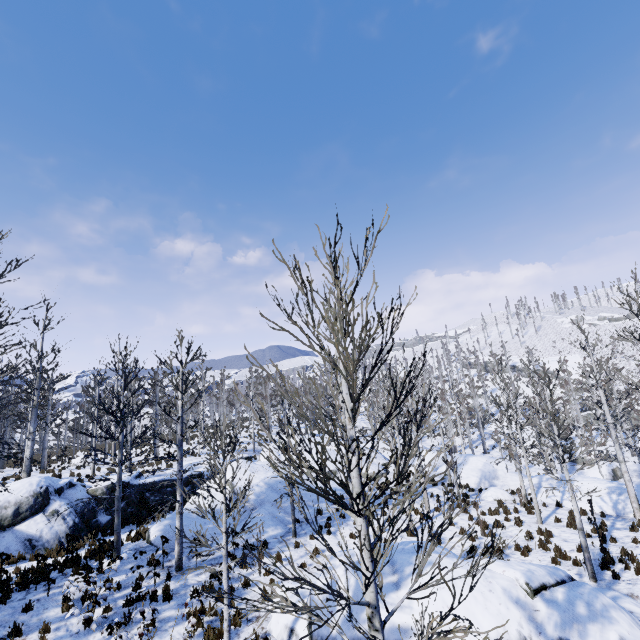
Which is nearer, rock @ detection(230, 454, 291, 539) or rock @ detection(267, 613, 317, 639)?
rock @ detection(267, 613, 317, 639)

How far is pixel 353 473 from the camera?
3.5 meters

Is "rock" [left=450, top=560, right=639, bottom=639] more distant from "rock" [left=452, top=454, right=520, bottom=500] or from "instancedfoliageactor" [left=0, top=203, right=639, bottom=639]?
"rock" [left=452, top=454, right=520, bottom=500]

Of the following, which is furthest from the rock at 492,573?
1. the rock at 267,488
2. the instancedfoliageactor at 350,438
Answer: the rock at 267,488

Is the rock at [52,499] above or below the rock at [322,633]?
above

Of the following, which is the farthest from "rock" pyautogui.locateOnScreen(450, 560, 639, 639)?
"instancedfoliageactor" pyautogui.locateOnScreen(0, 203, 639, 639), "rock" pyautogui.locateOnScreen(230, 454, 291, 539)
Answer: "rock" pyautogui.locateOnScreen(230, 454, 291, 539)
